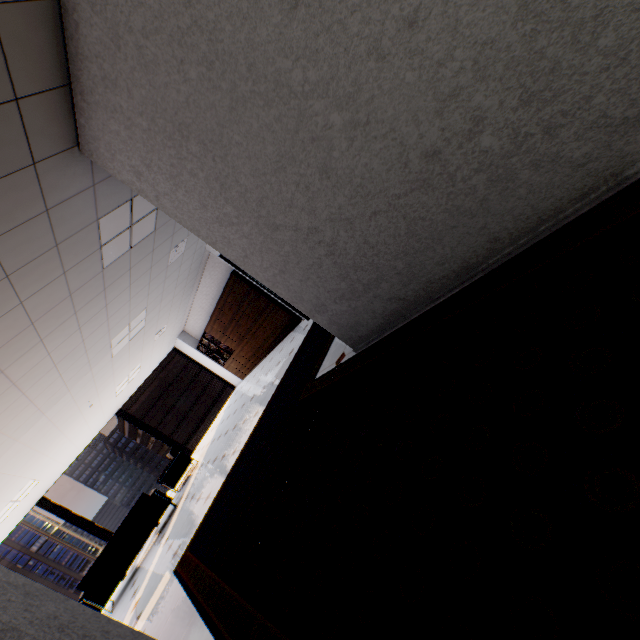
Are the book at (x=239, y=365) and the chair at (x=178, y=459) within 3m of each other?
no

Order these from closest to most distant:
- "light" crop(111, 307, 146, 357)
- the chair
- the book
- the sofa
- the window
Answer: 1. the sofa
2. "light" crop(111, 307, 146, 357)
3. the chair
4. the window
5. the book

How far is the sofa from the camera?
5.8 meters

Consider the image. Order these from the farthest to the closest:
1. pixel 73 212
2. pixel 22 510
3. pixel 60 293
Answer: pixel 22 510 < pixel 60 293 < pixel 73 212

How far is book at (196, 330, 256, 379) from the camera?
11.3m

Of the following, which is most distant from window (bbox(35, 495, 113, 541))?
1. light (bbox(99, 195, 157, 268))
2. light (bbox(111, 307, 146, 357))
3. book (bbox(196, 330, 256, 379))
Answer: light (bbox(99, 195, 157, 268))

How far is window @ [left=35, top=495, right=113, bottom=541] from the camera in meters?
9.4

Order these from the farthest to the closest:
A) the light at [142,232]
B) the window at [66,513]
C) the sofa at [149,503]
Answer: the window at [66,513], the sofa at [149,503], the light at [142,232]
